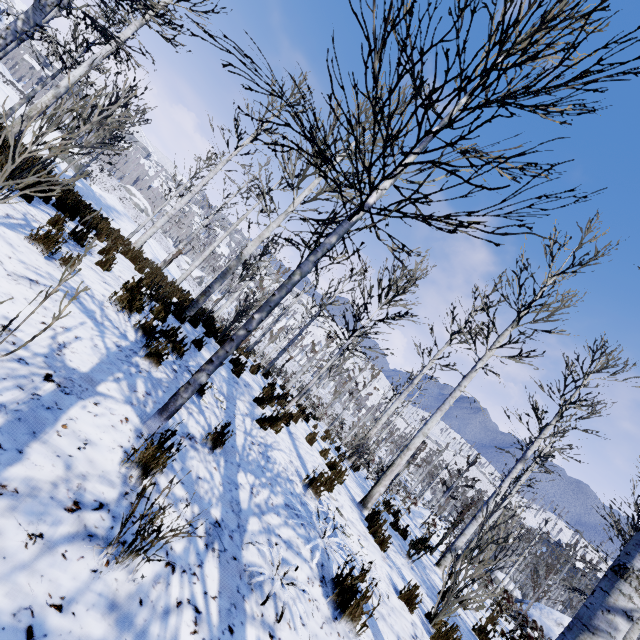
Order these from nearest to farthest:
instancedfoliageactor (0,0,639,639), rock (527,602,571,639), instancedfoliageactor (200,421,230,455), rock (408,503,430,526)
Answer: instancedfoliageactor (0,0,639,639) → instancedfoliageactor (200,421,230,455) → rock (408,503,430,526) → rock (527,602,571,639)

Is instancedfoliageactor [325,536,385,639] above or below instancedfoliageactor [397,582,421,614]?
above

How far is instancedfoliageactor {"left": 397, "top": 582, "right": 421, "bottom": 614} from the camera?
4.4m

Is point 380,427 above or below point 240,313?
above

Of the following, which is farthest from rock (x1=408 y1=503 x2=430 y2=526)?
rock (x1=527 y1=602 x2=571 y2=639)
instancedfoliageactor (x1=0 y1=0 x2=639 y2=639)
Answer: rock (x1=527 y1=602 x2=571 y2=639)

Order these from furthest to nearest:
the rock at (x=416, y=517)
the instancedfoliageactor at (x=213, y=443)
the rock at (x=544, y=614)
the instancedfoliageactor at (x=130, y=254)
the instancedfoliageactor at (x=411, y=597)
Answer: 1. the rock at (x=544, y=614)
2. the rock at (x=416, y=517)
3. the instancedfoliageactor at (x=411, y=597)
4. the instancedfoliageactor at (x=213, y=443)
5. the instancedfoliageactor at (x=130, y=254)

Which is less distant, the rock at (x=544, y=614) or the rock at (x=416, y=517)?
the rock at (x=416, y=517)

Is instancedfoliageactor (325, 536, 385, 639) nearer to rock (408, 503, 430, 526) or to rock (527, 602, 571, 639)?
rock (408, 503, 430, 526)
